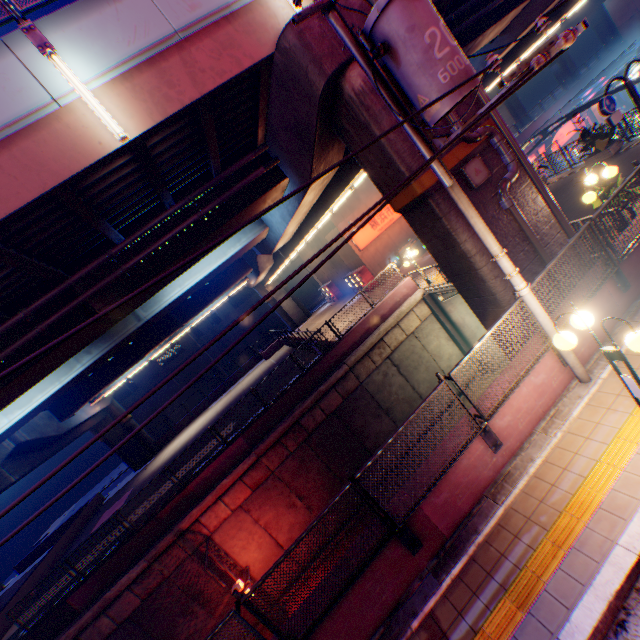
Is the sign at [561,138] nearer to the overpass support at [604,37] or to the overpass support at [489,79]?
the overpass support at [489,79]

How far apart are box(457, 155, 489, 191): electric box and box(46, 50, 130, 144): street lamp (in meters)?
7.15

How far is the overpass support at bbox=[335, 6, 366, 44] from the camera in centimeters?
683cm

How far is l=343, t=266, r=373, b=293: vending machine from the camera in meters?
25.8 m

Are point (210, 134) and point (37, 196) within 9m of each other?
yes

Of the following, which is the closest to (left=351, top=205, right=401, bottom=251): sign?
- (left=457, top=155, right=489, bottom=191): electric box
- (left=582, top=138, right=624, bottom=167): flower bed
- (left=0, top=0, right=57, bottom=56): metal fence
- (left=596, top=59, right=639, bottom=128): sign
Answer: (left=582, top=138, right=624, bottom=167): flower bed

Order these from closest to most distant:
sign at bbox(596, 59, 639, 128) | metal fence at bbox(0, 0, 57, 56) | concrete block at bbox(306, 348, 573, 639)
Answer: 1. concrete block at bbox(306, 348, 573, 639)
2. metal fence at bbox(0, 0, 57, 56)
3. sign at bbox(596, 59, 639, 128)

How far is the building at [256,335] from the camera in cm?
4434
